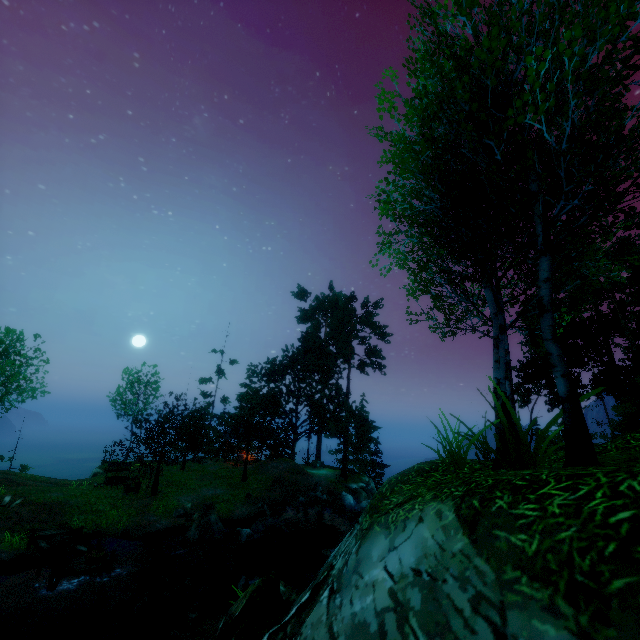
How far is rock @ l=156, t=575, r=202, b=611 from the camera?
13.7 meters

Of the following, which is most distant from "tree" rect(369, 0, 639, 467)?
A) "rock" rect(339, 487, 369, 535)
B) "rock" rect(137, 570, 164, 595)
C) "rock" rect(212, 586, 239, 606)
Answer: "rock" rect(212, 586, 239, 606)

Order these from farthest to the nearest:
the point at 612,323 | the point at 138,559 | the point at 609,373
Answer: the point at 612,323, the point at 609,373, the point at 138,559

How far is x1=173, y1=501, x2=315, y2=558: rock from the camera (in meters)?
17.78

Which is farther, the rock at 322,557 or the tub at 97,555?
the rock at 322,557

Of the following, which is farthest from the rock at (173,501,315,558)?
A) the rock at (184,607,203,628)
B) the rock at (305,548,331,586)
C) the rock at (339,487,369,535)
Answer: the rock at (339,487,369,535)

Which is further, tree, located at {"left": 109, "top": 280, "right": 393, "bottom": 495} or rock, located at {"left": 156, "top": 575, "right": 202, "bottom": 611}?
tree, located at {"left": 109, "top": 280, "right": 393, "bottom": 495}

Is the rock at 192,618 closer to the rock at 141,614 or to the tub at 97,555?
the rock at 141,614
